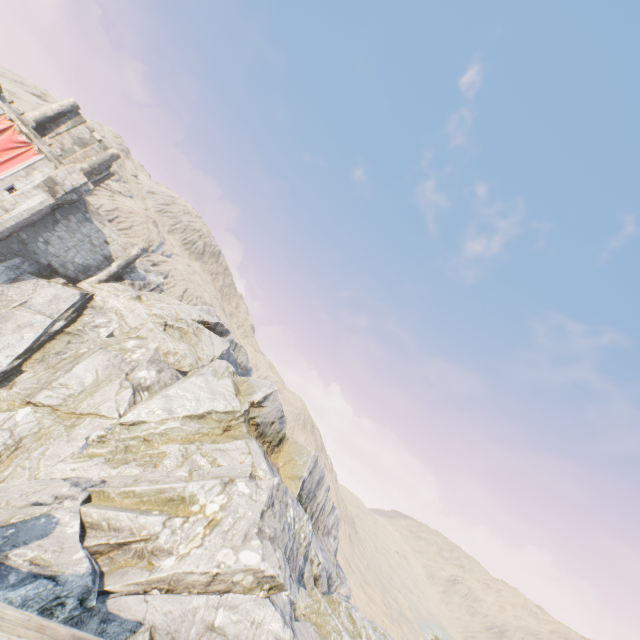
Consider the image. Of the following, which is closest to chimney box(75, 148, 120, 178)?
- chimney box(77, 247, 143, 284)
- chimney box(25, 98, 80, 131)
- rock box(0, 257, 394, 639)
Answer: chimney box(25, 98, 80, 131)

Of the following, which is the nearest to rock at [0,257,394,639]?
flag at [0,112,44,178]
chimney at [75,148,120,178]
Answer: flag at [0,112,44,178]

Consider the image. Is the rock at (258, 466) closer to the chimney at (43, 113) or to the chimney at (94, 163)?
the chimney at (43, 113)

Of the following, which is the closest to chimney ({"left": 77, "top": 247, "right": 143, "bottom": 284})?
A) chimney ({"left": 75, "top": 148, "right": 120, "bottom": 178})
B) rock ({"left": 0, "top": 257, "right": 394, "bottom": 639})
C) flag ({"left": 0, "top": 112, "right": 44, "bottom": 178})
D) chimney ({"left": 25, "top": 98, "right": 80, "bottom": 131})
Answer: rock ({"left": 0, "top": 257, "right": 394, "bottom": 639})

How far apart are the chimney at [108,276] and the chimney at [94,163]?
7.34m

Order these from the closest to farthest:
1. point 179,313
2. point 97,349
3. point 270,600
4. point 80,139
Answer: point 270,600, point 97,349, point 80,139, point 179,313

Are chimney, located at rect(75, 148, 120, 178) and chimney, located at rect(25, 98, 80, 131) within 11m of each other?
yes

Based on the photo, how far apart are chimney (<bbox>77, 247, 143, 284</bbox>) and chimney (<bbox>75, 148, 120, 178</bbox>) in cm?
734
